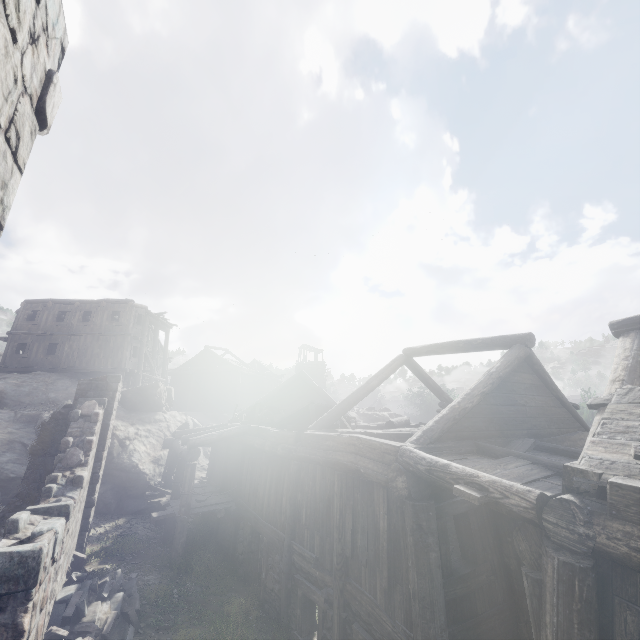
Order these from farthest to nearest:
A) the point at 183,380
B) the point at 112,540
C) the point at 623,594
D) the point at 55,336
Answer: the point at 183,380, the point at 55,336, the point at 112,540, the point at 623,594

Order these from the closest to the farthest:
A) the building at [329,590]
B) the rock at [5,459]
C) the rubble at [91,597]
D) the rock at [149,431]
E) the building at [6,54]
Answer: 1. the building at [6,54]
2. the building at [329,590]
3. the rubble at [91,597]
4. the rock at [5,459]
5. the rock at [149,431]

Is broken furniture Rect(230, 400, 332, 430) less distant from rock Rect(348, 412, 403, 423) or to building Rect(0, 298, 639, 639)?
building Rect(0, 298, 639, 639)

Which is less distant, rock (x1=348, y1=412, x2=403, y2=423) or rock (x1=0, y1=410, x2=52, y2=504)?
rock (x1=0, y1=410, x2=52, y2=504)

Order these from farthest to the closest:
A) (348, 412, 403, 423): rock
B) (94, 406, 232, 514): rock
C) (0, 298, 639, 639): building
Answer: (348, 412, 403, 423): rock
(94, 406, 232, 514): rock
(0, 298, 639, 639): building

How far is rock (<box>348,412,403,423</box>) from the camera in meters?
32.5 m

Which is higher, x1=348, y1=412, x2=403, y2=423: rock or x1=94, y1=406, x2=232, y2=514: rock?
x1=348, y1=412, x2=403, y2=423: rock

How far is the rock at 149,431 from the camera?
16.61m
